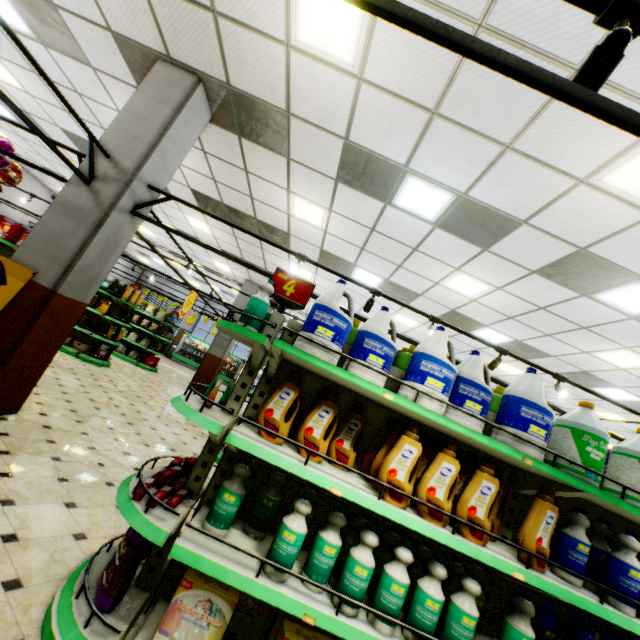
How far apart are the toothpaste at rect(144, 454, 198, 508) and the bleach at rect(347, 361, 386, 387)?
1.4m

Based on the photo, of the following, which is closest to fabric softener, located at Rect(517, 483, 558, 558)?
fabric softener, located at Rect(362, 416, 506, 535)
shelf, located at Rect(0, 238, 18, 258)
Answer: fabric softener, located at Rect(362, 416, 506, 535)

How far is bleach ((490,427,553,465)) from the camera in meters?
2.0 m

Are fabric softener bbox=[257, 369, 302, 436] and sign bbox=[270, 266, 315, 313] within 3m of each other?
yes

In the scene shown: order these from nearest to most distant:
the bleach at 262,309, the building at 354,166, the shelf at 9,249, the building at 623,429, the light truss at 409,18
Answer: the light truss at 409,18
the bleach at 262,309
the building at 354,166
the shelf at 9,249
the building at 623,429

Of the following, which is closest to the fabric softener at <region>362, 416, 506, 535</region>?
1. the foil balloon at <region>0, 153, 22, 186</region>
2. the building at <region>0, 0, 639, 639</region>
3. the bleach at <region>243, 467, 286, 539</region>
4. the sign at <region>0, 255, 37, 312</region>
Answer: the bleach at <region>243, 467, 286, 539</region>

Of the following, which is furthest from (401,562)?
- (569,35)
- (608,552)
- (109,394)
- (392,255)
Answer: (109,394)

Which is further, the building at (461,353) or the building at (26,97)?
the building at (461,353)
